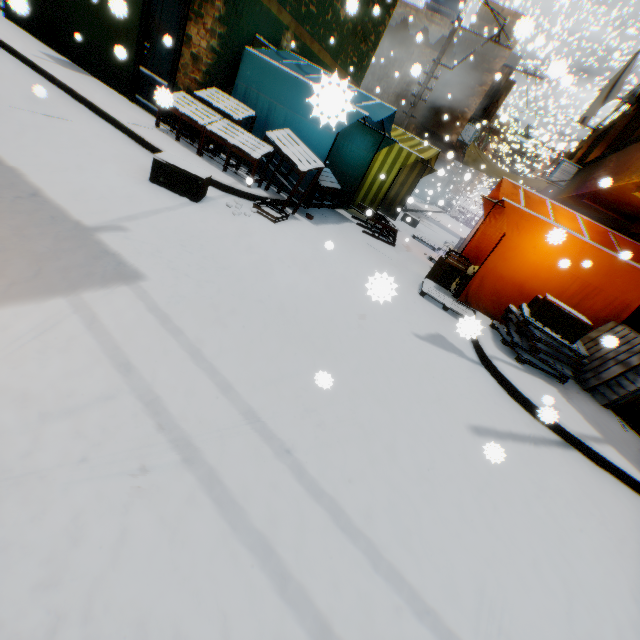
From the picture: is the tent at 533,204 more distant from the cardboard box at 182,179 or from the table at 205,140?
the cardboard box at 182,179

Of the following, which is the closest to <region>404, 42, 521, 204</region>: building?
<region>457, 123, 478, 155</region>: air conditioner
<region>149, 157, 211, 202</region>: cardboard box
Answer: <region>457, 123, 478, 155</region>: air conditioner

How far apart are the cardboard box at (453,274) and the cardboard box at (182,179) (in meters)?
5.08

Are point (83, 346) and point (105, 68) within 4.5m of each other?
no

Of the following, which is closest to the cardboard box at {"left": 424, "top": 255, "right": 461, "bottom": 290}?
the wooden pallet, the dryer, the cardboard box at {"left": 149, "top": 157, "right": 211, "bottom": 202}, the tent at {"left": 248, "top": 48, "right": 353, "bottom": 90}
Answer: the tent at {"left": 248, "top": 48, "right": 353, "bottom": 90}

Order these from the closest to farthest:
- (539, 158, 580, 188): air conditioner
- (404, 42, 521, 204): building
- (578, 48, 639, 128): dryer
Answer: (578, 48, 639, 128): dryer
(539, 158, 580, 188): air conditioner
(404, 42, 521, 204): building

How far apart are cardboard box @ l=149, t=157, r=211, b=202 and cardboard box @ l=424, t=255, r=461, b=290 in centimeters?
508cm

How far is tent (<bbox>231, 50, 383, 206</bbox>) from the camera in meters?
6.1
